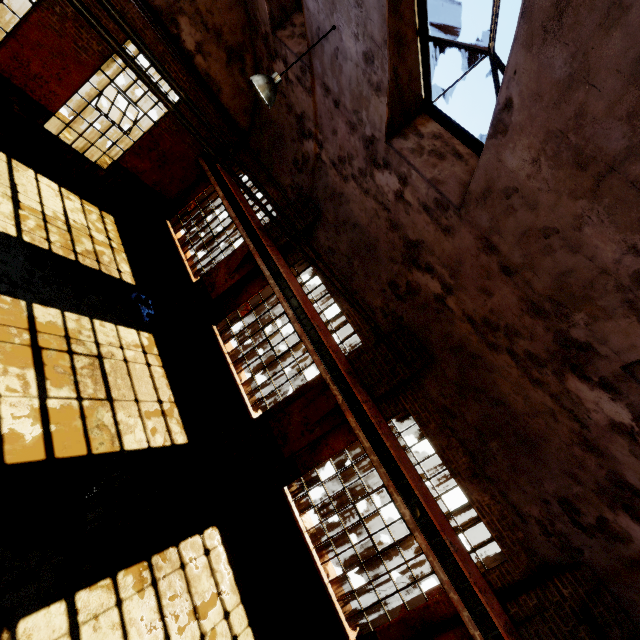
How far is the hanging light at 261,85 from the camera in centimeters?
550cm

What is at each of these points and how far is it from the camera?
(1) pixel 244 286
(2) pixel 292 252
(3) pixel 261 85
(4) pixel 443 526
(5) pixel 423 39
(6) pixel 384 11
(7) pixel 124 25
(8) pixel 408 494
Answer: (1) building, 9.8m
(2) building, 9.5m
(3) hanging light, 5.5m
(4) crane rail, 5.9m
(5) window frame, 4.7m
(6) building, 4.2m
(7) pipe, 1.0m
(8) beam, 6.2m

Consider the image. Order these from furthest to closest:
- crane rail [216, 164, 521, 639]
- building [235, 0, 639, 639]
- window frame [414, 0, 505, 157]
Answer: crane rail [216, 164, 521, 639]
window frame [414, 0, 505, 157]
building [235, 0, 639, 639]

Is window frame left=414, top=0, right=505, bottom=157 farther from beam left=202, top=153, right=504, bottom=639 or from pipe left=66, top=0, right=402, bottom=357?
beam left=202, top=153, right=504, bottom=639

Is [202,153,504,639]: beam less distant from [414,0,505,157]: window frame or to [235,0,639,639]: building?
[235,0,639,639]: building

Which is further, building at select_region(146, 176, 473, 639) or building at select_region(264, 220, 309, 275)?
building at select_region(264, 220, 309, 275)

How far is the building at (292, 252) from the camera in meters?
9.3
